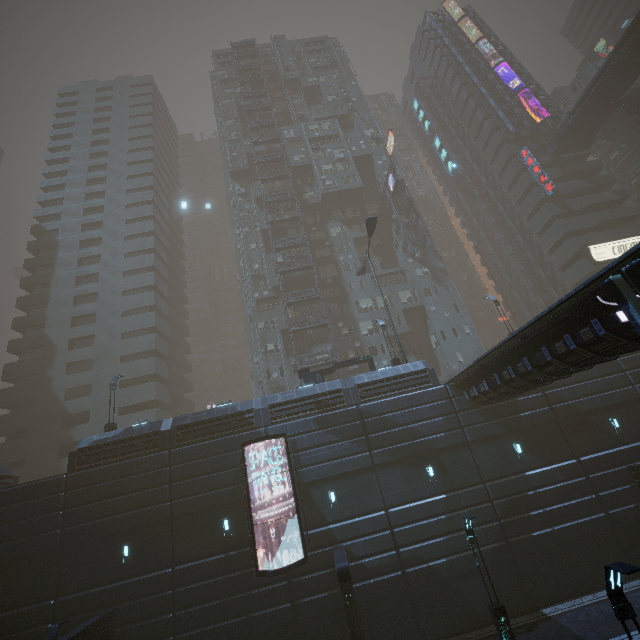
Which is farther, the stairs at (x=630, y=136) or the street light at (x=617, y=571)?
the stairs at (x=630, y=136)

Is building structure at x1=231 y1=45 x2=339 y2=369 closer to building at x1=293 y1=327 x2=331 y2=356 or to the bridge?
building at x1=293 y1=327 x2=331 y2=356

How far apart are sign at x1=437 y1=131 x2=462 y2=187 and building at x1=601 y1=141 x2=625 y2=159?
24.4 meters

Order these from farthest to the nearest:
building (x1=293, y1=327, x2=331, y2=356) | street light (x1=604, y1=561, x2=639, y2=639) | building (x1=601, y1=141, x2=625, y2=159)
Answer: building (x1=601, y1=141, x2=625, y2=159) → building (x1=293, y1=327, x2=331, y2=356) → street light (x1=604, y1=561, x2=639, y2=639)

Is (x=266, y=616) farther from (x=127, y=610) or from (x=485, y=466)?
(x=485, y=466)

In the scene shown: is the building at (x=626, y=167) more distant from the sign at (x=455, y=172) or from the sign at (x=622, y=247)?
the sign at (x=455, y=172)

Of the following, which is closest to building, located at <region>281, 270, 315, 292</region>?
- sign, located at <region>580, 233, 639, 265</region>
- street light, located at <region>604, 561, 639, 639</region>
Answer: sign, located at <region>580, 233, 639, 265</region>

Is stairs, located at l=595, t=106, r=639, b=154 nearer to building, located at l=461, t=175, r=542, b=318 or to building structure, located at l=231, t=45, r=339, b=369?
building, located at l=461, t=175, r=542, b=318
